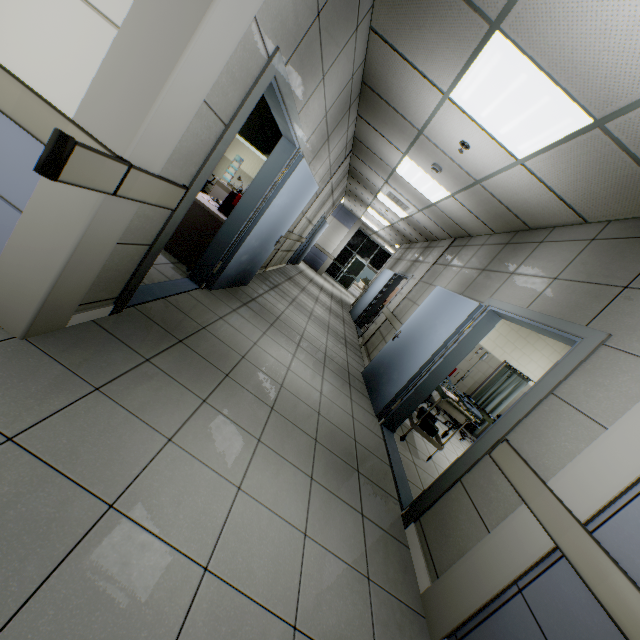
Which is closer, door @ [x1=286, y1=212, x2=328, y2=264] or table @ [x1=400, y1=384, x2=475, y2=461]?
table @ [x1=400, y1=384, x2=475, y2=461]

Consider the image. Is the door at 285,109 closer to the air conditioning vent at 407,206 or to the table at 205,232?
the table at 205,232

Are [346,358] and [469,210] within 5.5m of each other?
yes

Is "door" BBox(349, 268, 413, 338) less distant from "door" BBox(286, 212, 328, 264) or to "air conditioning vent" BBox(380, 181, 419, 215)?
"air conditioning vent" BBox(380, 181, 419, 215)

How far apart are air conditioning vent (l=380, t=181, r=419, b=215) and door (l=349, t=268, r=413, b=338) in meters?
1.5 m

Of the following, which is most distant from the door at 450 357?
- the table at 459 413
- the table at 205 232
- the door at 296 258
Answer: the door at 296 258

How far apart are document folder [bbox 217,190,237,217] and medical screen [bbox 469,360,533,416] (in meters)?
6.32

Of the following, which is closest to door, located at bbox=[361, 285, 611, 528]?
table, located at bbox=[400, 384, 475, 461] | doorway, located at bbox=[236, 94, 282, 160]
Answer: table, located at bbox=[400, 384, 475, 461]
